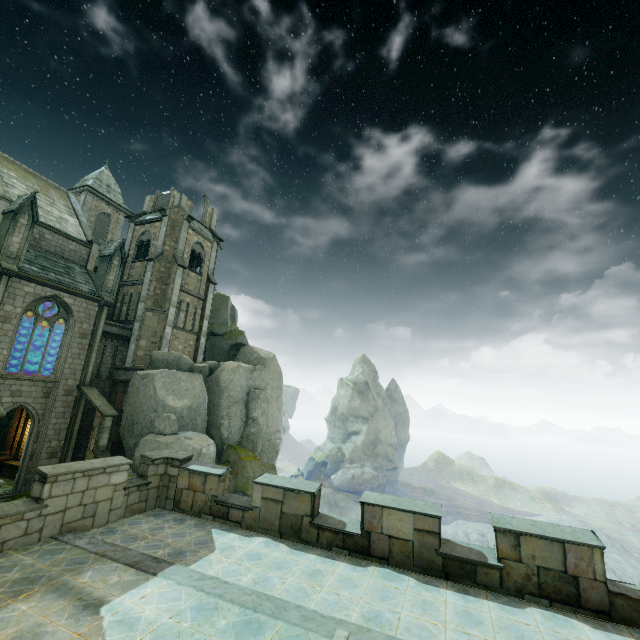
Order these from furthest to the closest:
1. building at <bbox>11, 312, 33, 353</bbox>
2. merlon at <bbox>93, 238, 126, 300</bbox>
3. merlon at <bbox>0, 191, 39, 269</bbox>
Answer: building at <bbox>11, 312, 33, 353</bbox> < merlon at <bbox>93, 238, 126, 300</bbox> < merlon at <bbox>0, 191, 39, 269</bbox>

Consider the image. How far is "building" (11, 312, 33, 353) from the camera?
25.92m

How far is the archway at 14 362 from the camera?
26.08m

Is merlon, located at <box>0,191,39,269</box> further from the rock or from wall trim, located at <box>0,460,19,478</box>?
wall trim, located at <box>0,460,19,478</box>

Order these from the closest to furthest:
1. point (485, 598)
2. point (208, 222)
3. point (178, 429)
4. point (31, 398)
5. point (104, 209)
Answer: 1. point (485, 598)
2. point (31, 398)
3. point (178, 429)
4. point (208, 222)
5. point (104, 209)

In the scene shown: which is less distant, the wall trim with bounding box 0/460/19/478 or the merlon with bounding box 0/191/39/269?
the merlon with bounding box 0/191/39/269

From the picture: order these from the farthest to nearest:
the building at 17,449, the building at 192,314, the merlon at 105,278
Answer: the merlon at 105,278, the building at 17,449, the building at 192,314
